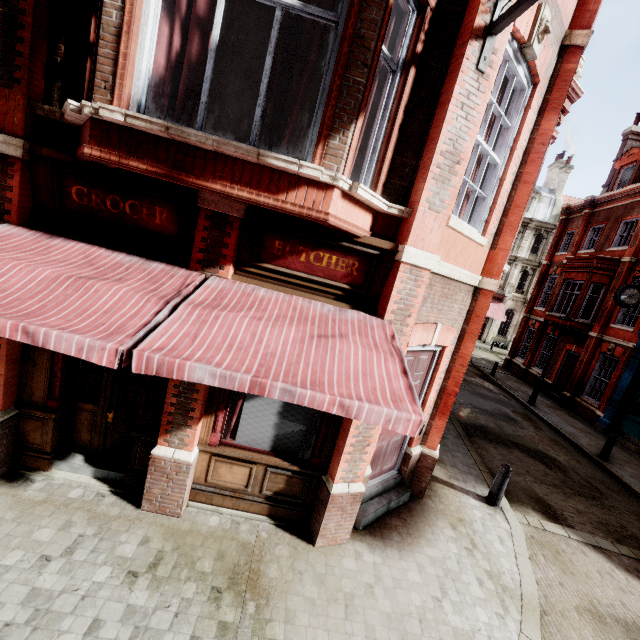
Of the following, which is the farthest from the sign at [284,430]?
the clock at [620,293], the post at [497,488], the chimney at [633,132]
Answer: the chimney at [633,132]

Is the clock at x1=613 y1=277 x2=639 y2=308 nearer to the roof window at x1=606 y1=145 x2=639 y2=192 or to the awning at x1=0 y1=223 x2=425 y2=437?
the roof window at x1=606 y1=145 x2=639 y2=192

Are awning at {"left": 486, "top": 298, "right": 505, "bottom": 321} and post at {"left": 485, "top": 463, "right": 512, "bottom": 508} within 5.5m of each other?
no

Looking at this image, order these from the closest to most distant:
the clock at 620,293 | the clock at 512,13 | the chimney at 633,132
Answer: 1. the clock at 512,13
2. the clock at 620,293
3. the chimney at 633,132

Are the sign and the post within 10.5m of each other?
yes

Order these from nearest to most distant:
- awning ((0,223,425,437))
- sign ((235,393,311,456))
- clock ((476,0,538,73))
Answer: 1. awning ((0,223,425,437))
2. clock ((476,0,538,73))
3. sign ((235,393,311,456))

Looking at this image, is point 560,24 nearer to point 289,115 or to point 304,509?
point 289,115

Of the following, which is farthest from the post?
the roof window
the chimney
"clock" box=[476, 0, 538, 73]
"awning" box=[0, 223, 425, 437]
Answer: the chimney
